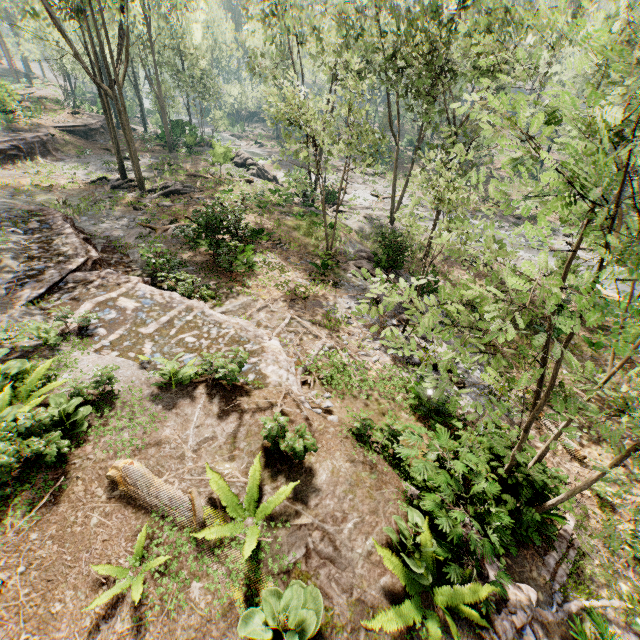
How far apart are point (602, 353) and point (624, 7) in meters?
18.4

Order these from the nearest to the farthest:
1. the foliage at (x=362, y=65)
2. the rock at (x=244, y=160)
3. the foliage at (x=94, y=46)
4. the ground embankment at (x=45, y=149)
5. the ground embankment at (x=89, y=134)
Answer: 1. the foliage at (x=362, y=65)
2. the foliage at (x=94, y=46)
3. the ground embankment at (x=45, y=149)
4. the rock at (x=244, y=160)
5. the ground embankment at (x=89, y=134)

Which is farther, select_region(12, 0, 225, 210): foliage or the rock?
the rock

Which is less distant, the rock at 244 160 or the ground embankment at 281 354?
the ground embankment at 281 354

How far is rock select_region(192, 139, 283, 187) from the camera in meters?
28.5

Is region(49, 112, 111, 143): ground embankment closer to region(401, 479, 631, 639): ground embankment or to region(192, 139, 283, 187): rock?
region(192, 139, 283, 187): rock

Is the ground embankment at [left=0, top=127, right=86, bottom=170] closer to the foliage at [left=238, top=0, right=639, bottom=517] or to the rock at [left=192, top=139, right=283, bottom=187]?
the rock at [left=192, top=139, right=283, bottom=187]

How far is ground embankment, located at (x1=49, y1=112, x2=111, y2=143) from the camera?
34.5m
